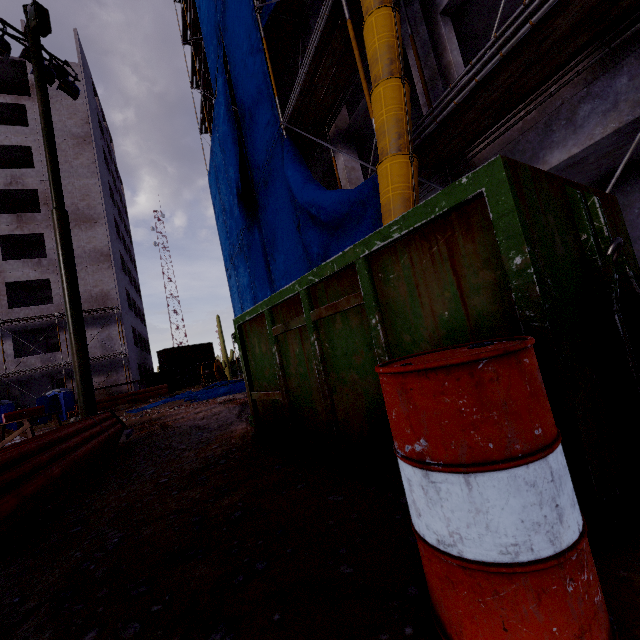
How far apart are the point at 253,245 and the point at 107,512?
13.56m

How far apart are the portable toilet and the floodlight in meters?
20.9 m

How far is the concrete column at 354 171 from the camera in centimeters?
1015cm

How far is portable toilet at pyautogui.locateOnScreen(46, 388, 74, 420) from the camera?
23.0 meters

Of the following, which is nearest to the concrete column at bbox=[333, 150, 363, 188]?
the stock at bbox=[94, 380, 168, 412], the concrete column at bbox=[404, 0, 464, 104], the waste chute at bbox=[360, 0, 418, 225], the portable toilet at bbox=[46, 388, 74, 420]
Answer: the concrete column at bbox=[404, 0, 464, 104]

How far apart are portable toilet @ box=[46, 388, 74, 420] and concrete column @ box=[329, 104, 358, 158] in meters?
24.8 m

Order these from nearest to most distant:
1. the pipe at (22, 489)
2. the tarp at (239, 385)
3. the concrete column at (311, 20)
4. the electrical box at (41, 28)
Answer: the pipe at (22, 489) → the electrical box at (41, 28) → the concrete column at (311, 20) → the tarp at (239, 385)

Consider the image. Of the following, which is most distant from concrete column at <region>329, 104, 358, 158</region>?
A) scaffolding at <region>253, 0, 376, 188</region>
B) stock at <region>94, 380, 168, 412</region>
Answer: stock at <region>94, 380, 168, 412</region>
